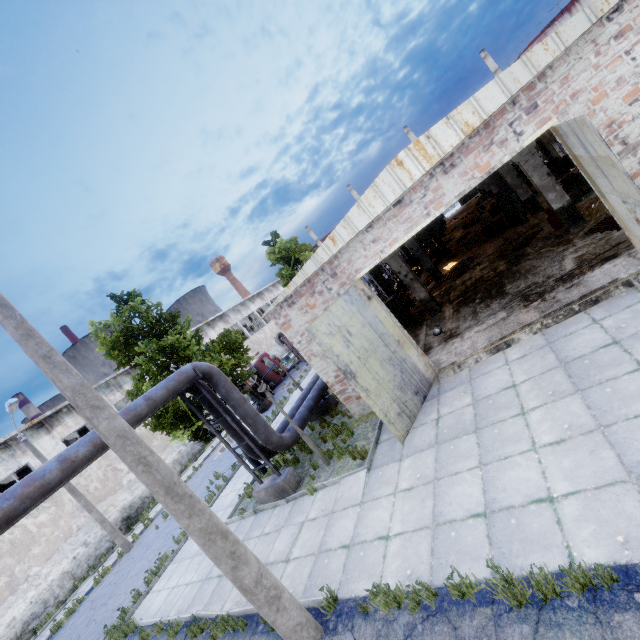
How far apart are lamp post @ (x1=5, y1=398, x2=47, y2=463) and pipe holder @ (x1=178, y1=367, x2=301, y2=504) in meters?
12.0

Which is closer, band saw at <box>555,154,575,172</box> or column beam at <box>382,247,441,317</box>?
band saw at <box>555,154,575,172</box>

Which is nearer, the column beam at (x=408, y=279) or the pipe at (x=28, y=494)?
the pipe at (x=28, y=494)

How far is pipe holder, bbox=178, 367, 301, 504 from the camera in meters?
10.3

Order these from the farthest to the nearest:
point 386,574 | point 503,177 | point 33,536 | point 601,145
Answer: point 33,536 < point 503,177 < point 386,574 < point 601,145

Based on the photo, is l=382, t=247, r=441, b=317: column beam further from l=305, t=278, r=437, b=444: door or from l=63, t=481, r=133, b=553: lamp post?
l=63, t=481, r=133, b=553: lamp post

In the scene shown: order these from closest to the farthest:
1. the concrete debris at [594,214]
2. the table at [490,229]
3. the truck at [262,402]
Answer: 1. the concrete debris at [594,214]
2. the table at [490,229]
3. the truck at [262,402]

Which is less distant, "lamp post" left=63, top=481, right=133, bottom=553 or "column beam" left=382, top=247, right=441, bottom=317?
"column beam" left=382, top=247, right=441, bottom=317
